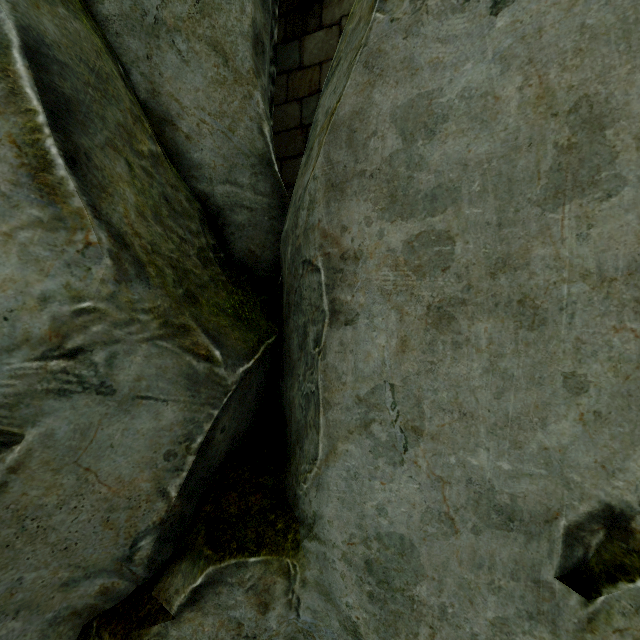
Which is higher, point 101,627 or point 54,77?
point 54,77
